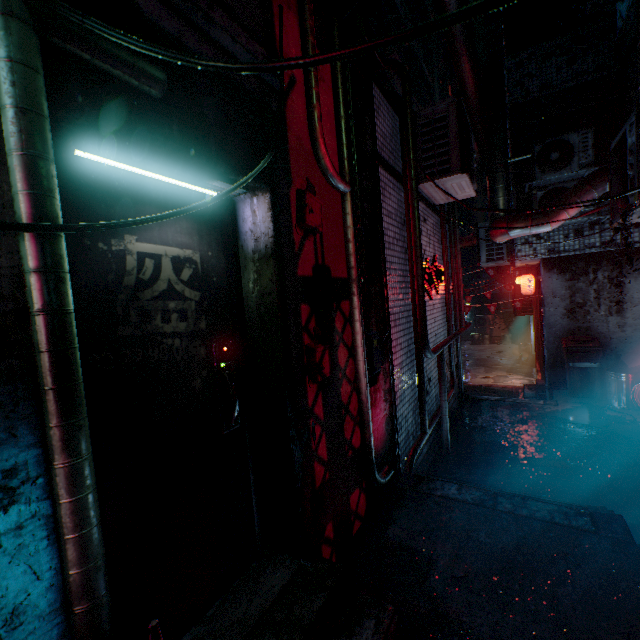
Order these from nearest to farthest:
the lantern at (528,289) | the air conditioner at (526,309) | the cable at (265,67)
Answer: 1. the cable at (265,67)
2. the lantern at (528,289)
3. the air conditioner at (526,309)

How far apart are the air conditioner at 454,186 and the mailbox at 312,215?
2.4 meters

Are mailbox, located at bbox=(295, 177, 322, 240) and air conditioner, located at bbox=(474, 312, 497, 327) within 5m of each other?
no

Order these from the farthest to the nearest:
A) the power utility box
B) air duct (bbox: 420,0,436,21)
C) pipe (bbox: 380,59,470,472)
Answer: air duct (bbox: 420,0,436,21), pipe (bbox: 380,59,470,472), the power utility box

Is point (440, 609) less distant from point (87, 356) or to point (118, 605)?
point (118, 605)

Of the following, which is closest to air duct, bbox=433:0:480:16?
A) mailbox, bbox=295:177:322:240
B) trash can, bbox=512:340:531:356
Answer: A: mailbox, bbox=295:177:322:240

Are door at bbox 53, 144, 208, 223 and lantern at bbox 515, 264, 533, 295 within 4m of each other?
no

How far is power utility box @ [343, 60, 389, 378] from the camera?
2.57m
